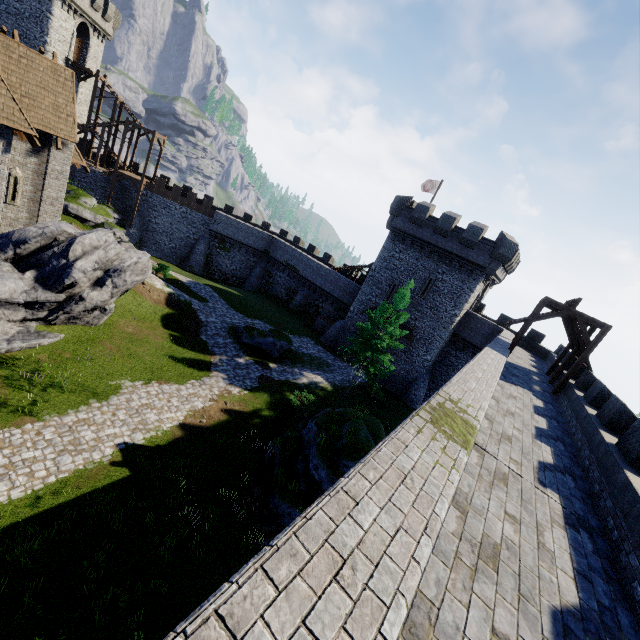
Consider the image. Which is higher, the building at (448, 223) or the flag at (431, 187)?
the flag at (431, 187)

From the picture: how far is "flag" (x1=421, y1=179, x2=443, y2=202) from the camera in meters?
34.7

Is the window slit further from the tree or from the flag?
the flag

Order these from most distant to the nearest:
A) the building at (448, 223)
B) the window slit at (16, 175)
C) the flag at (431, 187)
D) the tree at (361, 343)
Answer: the flag at (431, 187)
the building at (448, 223)
the tree at (361, 343)
the window slit at (16, 175)

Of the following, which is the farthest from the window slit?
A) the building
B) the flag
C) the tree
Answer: the flag

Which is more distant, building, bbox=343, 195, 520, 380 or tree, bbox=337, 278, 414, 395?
building, bbox=343, 195, 520, 380

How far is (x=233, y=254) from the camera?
45.0 meters
